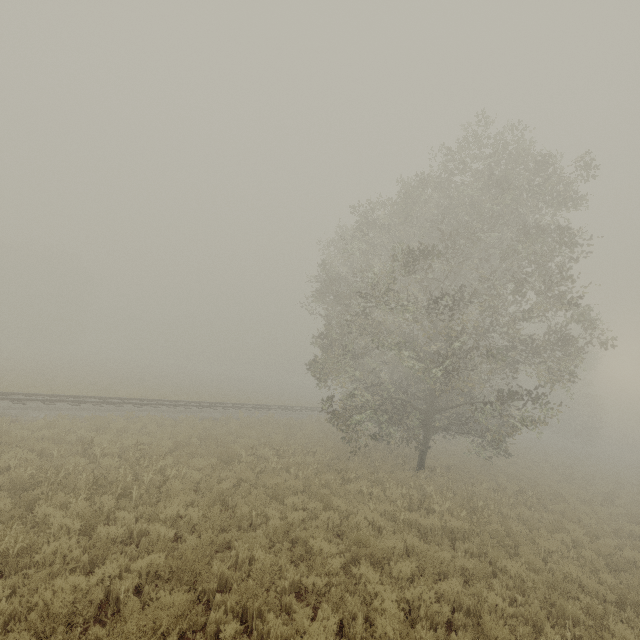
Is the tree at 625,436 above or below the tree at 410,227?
below

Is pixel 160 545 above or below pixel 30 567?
above

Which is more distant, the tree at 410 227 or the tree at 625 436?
the tree at 625 436

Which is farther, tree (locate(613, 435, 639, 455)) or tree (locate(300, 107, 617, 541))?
tree (locate(613, 435, 639, 455))

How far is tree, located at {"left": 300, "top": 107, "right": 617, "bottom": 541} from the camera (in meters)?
13.22

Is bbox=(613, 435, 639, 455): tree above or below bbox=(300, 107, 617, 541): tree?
below
